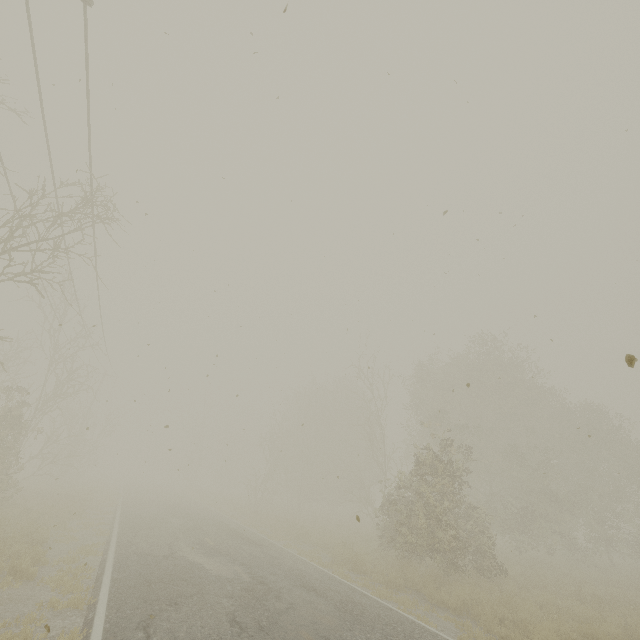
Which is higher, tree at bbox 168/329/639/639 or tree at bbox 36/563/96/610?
tree at bbox 168/329/639/639

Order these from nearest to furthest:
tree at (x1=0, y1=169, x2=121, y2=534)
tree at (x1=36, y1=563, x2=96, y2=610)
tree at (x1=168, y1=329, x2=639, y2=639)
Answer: tree at (x1=36, y1=563, x2=96, y2=610), tree at (x1=0, y1=169, x2=121, y2=534), tree at (x1=168, y1=329, x2=639, y2=639)

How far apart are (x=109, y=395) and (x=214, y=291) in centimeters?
4704cm

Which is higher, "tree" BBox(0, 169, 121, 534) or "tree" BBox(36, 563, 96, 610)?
"tree" BBox(0, 169, 121, 534)

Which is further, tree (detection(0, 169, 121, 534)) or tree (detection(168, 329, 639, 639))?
tree (detection(168, 329, 639, 639))

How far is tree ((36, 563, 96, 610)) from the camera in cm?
677

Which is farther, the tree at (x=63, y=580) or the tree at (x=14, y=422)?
the tree at (x=14, y=422)
